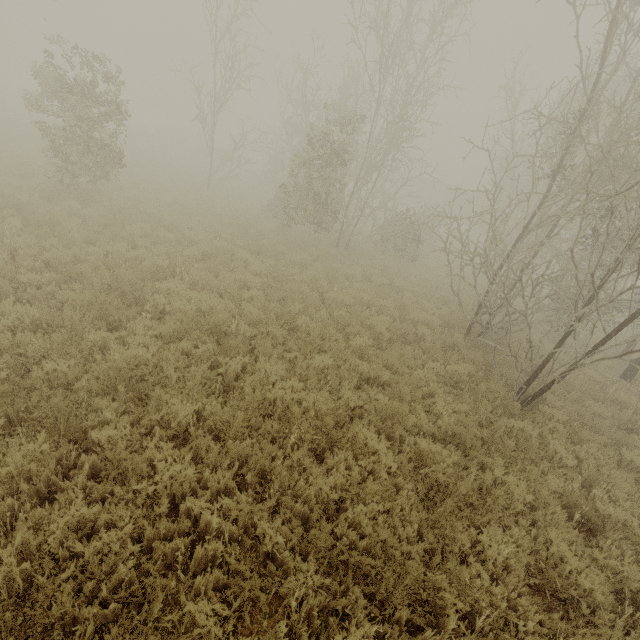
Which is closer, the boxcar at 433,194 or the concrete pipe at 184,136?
the concrete pipe at 184,136

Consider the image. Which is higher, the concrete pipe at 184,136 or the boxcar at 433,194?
the boxcar at 433,194

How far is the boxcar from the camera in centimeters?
4194cm

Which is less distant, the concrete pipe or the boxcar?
the concrete pipe

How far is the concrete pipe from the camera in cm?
4052

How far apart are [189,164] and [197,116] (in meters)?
10.88

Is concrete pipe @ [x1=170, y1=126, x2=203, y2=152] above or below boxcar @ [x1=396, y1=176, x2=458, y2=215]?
below
